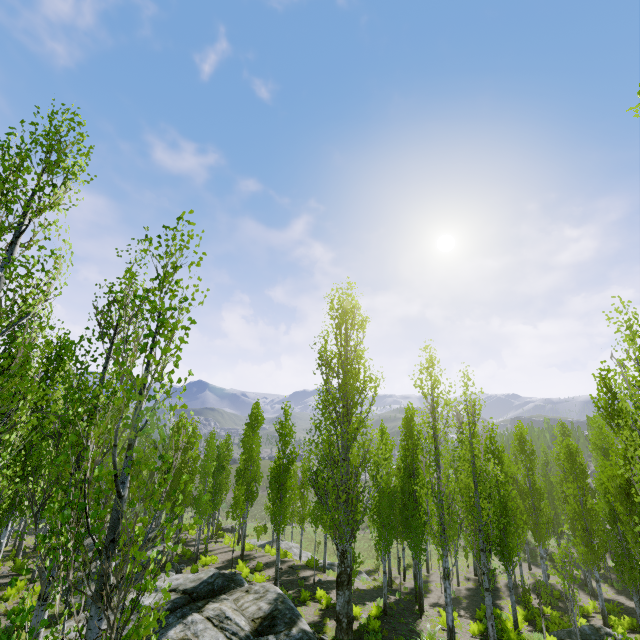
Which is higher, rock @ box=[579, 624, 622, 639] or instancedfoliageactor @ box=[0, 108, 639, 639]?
instancedfoliageactor @ box=[0, 108, 639, 639]

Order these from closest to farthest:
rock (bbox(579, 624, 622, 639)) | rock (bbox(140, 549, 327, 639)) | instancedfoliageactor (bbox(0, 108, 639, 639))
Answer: instancedfoliageactor (bbox(0, 108, 639, 639)), rock (bbox(140, 549, 327, 639)), rock (bbox(579, 624, 622, 639))

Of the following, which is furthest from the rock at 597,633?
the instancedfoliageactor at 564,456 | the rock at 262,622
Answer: the rock at 262,622

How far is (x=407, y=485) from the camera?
19.5m

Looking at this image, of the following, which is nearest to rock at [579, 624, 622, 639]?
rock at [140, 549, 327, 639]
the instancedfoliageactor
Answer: the instancedfoliageactor

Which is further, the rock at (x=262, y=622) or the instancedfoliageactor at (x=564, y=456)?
the rock at (x=262, y=622)
